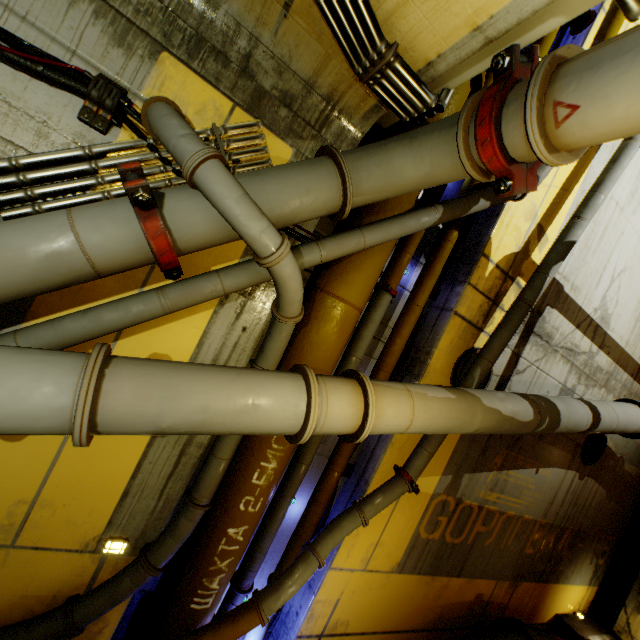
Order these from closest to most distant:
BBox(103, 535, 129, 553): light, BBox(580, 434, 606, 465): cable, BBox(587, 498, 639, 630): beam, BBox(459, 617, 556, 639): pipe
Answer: BBox(103, 535, 129, 553): light
BBox(459, 617, 556, 639): pipe
BBox(580, 434, 606, 465): cable
BBox(587, 498, 639, 630): beam

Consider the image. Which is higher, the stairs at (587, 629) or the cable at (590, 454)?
the cable at (590, 454)

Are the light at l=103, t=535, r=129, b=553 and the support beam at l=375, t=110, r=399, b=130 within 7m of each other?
yes

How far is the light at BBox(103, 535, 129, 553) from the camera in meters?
3.2 m

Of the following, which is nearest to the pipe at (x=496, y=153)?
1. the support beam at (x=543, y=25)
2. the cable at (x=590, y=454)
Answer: the support beam at (x=543, y=25)

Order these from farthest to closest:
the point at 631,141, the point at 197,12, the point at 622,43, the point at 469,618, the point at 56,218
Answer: the point at 469,618 < the point at 631,141 < the point at 197,12 < the point at 56,218 < the point at 622,43

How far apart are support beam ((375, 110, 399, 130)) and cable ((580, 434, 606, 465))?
7.6m

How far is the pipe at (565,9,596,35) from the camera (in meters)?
4.64
